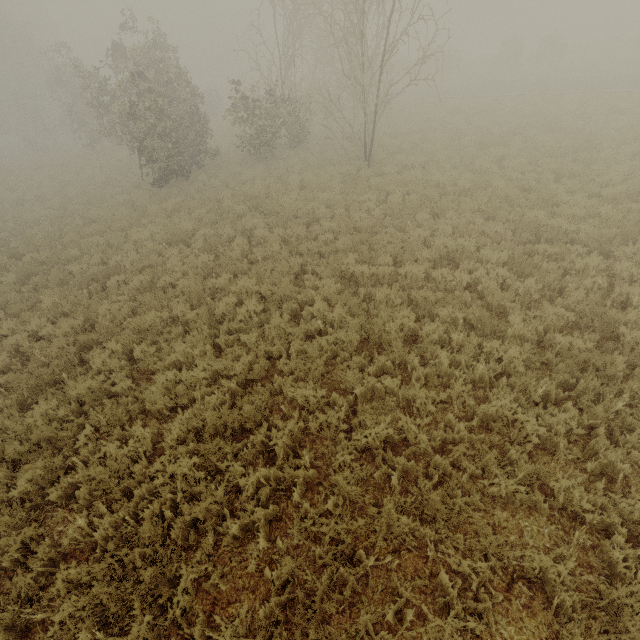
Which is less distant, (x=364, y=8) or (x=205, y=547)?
(x=205, y=547)
